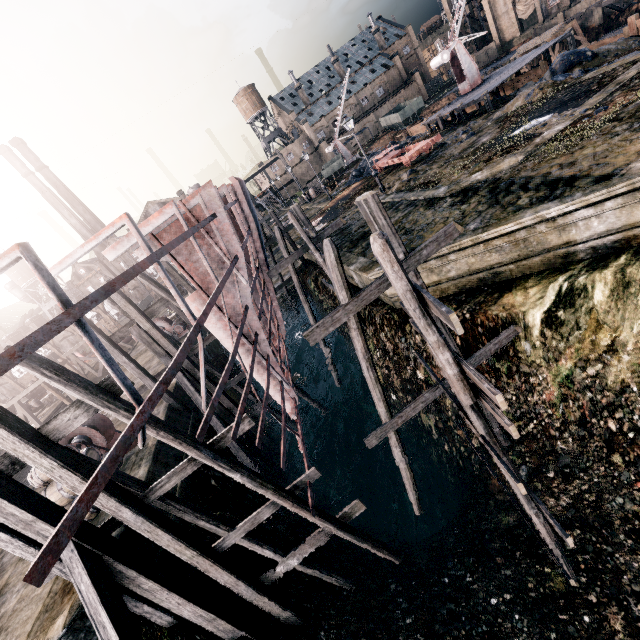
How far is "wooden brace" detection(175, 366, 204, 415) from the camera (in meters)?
15.26

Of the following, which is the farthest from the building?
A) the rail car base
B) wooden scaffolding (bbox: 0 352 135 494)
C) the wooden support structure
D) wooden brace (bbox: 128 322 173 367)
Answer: the wooden support structure

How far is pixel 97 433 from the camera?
14.7 meters

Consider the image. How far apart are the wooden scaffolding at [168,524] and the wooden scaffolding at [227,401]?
8.30m

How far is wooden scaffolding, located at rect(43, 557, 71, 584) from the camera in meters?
7.6

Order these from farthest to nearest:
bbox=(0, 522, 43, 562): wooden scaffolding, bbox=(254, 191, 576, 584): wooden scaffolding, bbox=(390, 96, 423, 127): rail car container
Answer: bbox=(390, 96, 423, 127): rail car container → bbox=(0, 522, 43, 562): wooden scaffolding → bbox=(254, 191, 576, 584): wooden scaffolding

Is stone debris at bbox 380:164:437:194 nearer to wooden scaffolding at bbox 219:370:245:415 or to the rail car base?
the rail car base
